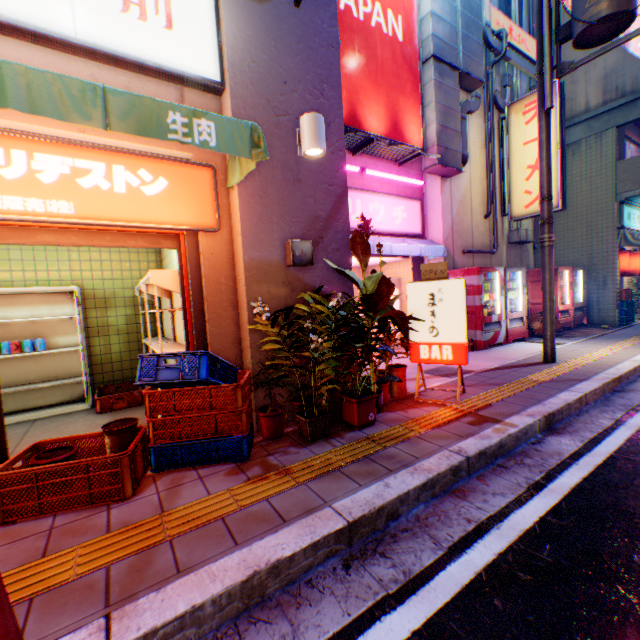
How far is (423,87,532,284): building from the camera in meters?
8.6

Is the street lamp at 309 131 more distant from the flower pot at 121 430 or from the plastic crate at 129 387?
the flower pot at 121 430

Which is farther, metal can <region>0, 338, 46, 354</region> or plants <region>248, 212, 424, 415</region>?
metal can <region>0, 338, 46, 354</region>

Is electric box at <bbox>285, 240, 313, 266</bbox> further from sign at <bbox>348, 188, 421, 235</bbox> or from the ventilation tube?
the ventilation tube

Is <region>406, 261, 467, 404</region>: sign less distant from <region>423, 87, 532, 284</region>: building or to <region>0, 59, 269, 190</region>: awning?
<region>0, 59, 269, 190</region>: awning

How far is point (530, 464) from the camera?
3.1m

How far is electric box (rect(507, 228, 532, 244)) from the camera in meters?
10.0

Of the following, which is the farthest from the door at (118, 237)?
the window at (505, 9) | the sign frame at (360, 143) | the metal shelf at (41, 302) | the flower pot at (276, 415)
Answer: the window at (505, 9)
